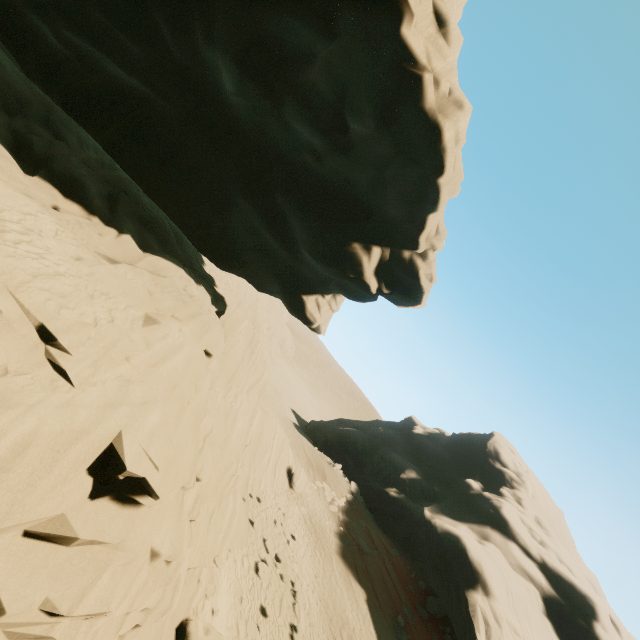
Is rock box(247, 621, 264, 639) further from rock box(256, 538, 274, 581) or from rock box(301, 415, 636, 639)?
rock box(301, 415, 636, 639)

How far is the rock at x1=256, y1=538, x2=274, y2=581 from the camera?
14.6 meters

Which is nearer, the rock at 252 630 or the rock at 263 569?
the rock at 252 630

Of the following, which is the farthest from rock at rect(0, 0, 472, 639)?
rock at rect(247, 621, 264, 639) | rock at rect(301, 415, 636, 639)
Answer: rock at rect(301, 415, 636, 639)

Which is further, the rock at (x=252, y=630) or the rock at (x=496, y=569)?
the rock at (x=496, y=569)

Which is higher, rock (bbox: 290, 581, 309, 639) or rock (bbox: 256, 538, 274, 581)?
rock (bbox: 290, 581, 309, 639)

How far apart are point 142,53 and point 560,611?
39.8m
